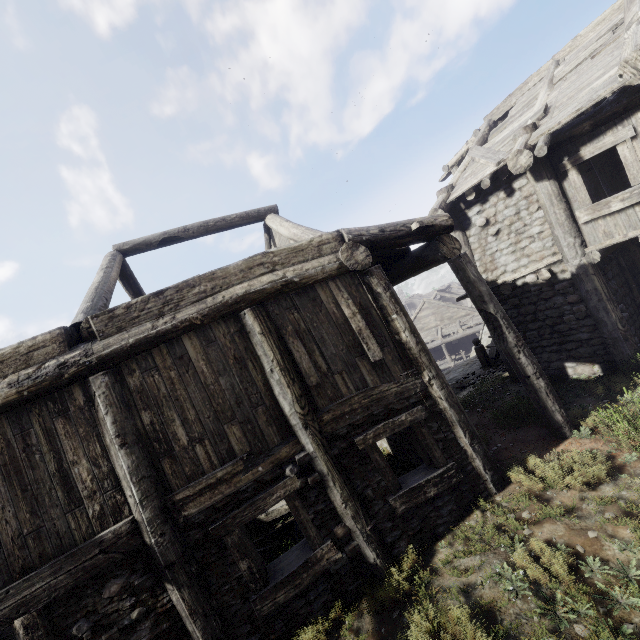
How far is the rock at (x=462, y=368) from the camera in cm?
1214

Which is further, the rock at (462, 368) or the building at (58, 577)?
the rock at (462, 368)

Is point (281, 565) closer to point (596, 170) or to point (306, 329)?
point (306, 329)

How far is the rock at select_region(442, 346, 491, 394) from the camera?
12.1m

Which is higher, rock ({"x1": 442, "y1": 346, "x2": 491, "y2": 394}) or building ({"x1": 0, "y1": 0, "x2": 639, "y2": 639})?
building ({"x1": 0, "y1": 0, "x2": 639, "y2": 639})

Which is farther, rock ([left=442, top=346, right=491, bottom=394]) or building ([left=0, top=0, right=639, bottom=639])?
rock ([left=442, top=346, right=491, bottom=394])
